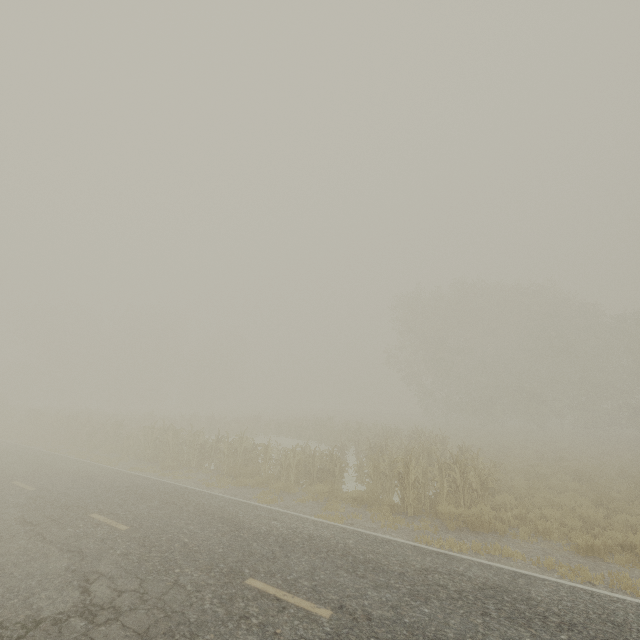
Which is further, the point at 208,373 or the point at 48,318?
the point at 208,373
